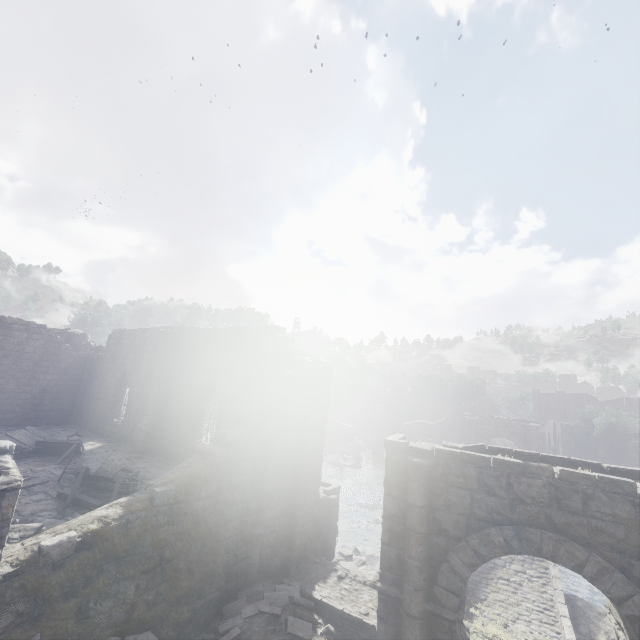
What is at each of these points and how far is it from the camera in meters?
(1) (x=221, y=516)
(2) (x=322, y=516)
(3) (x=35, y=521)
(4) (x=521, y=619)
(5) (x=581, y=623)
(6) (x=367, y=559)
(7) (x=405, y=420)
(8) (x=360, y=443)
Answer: (1) building, 9.1
(2) stone arch, 13.4
(3) rubble, 8.0
(4) bridge, 13.5
(5) rock, 13.5
(6) rubble, 17.2
(7) building, 52.5
(8) rubble, 41.8

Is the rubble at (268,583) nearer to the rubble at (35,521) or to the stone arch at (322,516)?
the stone arch at (322,516)

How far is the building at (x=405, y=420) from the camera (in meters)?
45.91

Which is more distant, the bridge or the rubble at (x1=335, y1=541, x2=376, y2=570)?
the rubble at (x1=335, y1=541, x2=376, y2=570)

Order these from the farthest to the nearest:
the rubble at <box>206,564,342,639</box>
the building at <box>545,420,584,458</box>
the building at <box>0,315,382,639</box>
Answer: the building at <box>545,420,584,458</box> → the rubble at <box>206,564,342,639</box> → the building at <box>0,315,382,639</box>

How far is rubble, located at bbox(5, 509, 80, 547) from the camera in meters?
7.2 m

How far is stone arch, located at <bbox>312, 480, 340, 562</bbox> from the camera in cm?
1308

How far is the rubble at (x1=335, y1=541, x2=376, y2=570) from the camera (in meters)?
16.36
